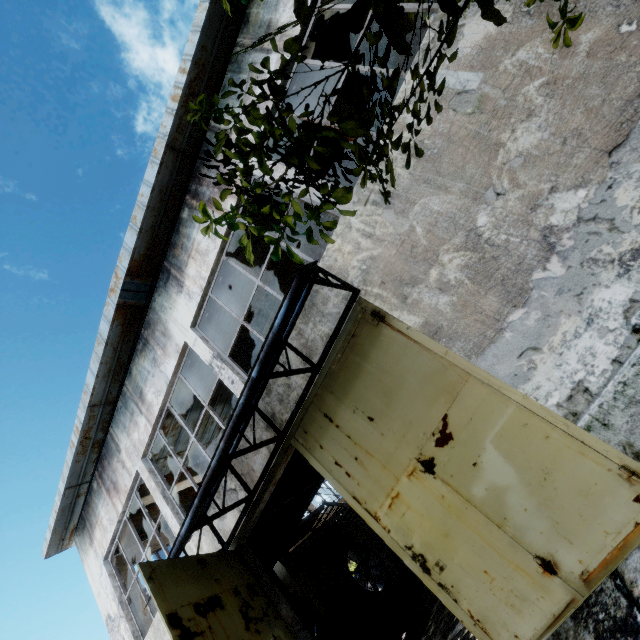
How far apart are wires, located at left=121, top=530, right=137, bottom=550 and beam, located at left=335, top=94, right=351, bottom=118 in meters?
14.8

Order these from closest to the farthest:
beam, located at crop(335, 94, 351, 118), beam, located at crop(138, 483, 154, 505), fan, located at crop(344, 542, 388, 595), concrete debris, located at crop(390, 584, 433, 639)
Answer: beam, located at crop(335, 94, 351, 118) → beam, located at crop(138, 483, 154, 505) → concrete debris, located at crop(390, 584, 433, 639) → fan, located at crop(344, 542, 388, 595)

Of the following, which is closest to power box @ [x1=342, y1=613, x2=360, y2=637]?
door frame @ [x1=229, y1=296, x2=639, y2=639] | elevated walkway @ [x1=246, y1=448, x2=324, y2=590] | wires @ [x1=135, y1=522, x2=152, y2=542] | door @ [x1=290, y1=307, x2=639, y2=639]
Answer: elevated walkway @ [x1=246, y1=448, x2=324, y2=590]

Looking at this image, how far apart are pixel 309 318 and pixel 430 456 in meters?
2.8

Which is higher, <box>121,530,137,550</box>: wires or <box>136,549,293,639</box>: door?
<box>121,530,137,550</box>: wires

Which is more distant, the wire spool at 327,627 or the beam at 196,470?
the beam at 196,470

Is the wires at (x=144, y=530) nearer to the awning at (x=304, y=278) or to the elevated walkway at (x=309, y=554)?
the elevated walkway at (x=309, y=554)

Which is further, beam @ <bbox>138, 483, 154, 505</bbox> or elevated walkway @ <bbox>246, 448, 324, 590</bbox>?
beam @ <bbox>138, 483, 154, 505</bbox>
